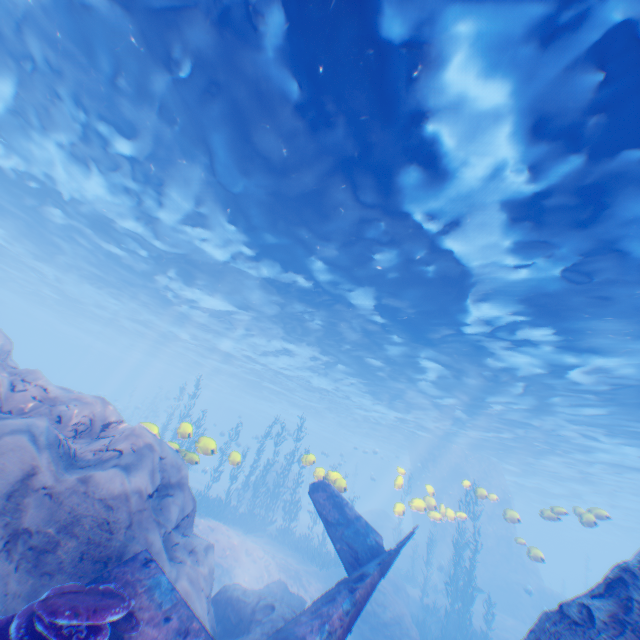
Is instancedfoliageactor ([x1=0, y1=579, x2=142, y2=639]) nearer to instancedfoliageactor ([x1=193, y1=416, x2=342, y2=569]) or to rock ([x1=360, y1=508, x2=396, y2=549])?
rock ([x1=360, y1=508, x2=396, y2=549])

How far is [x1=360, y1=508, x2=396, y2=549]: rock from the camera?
31.8m

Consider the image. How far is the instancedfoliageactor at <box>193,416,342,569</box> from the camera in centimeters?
2047cm

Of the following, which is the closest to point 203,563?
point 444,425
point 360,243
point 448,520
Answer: point 360,243

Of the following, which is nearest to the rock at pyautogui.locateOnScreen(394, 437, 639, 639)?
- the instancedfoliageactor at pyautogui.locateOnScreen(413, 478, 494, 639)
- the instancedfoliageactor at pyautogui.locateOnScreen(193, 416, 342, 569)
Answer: the instancedfoliageactor at pyautogui.locateOnScreen(193, 416, 342, 569)

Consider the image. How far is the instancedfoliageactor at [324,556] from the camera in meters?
20.5 m

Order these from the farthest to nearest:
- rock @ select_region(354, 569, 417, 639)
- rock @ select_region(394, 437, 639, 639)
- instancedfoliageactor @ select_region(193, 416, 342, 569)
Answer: instancedfoliageactor @ select_region(193, 416, 342, 569), rock @ select_region(354, 569, 417, 639), rock @ select_region(394, 437, 639, 639)

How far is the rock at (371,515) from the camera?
31.81m
